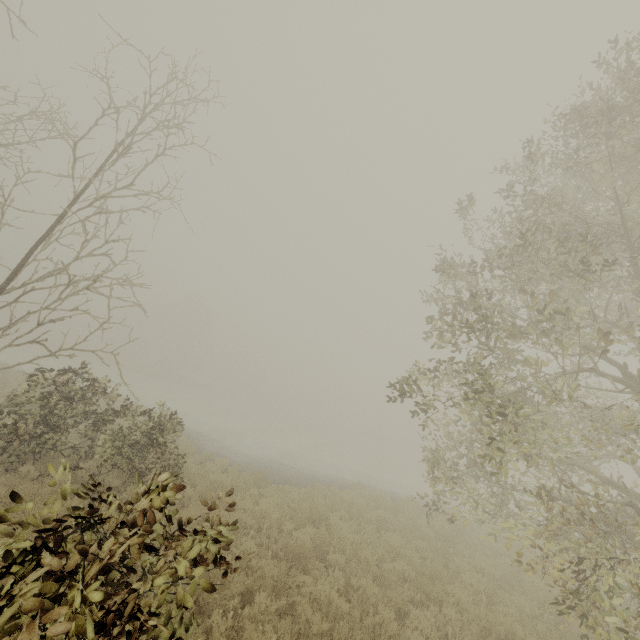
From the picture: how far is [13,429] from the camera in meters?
7.0 m
